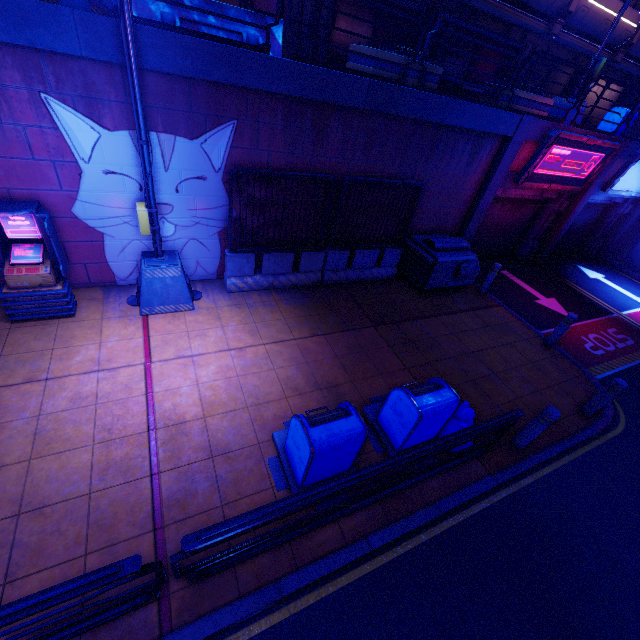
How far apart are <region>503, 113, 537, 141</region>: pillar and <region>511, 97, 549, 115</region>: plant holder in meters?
0.0 m

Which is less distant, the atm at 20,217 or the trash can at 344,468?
the trash can at 344,468

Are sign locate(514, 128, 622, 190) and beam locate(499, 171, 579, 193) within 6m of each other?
yes

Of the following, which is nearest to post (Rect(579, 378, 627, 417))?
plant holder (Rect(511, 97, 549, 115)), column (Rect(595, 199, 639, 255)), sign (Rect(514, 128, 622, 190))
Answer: sign (Rect(514, 128, 622, 190))

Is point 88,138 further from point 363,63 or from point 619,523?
point 619,523

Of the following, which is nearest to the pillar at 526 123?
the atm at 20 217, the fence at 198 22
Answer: the fence at 198 22

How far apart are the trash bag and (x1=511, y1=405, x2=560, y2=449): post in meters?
0.9 m

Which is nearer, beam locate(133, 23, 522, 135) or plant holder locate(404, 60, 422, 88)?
beam locate(133, 23, 522, 135)
